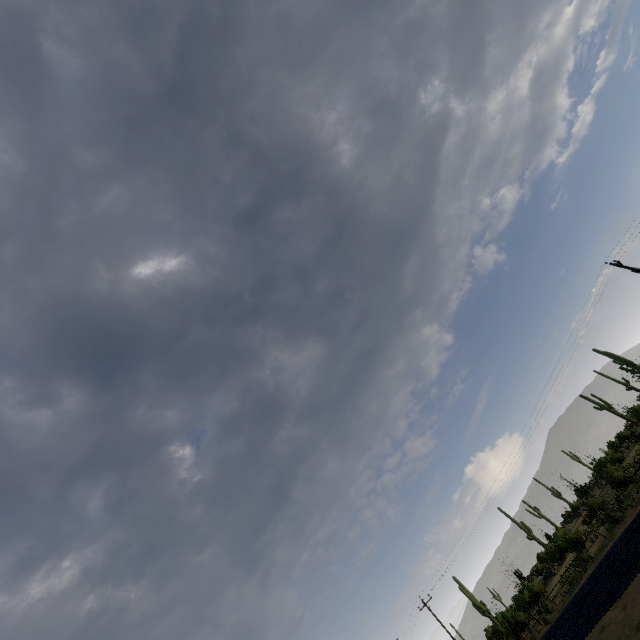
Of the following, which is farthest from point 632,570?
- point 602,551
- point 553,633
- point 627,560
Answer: point 553,633
